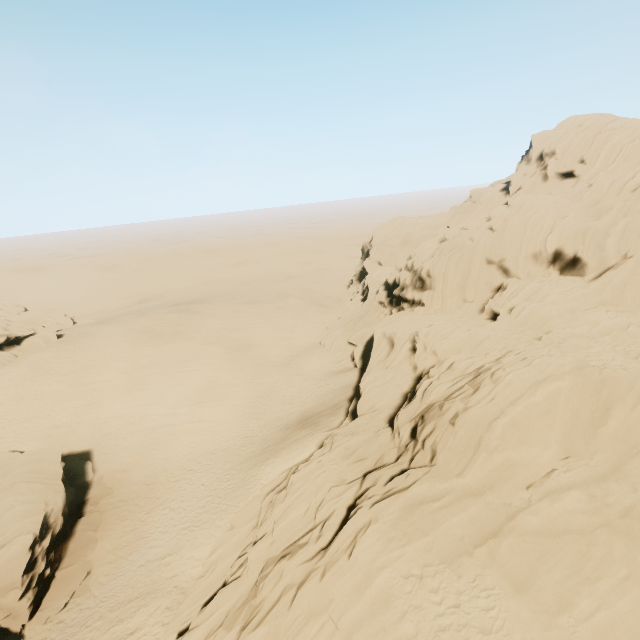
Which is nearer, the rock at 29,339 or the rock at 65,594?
the rock at 65,594

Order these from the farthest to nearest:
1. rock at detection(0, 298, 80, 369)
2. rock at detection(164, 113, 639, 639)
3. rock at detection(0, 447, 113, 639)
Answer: rock at detection(0, 298, 80, 369), rock at detection(0, 447, 113, 639), rock at detection(164, 113, 639, 639)

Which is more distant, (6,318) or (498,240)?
(6,318)

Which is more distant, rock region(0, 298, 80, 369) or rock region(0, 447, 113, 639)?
rock region(0, 298, 80, 369)

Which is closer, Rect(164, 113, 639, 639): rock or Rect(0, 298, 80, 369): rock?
Rect(164, 113, 639, 639): rock
